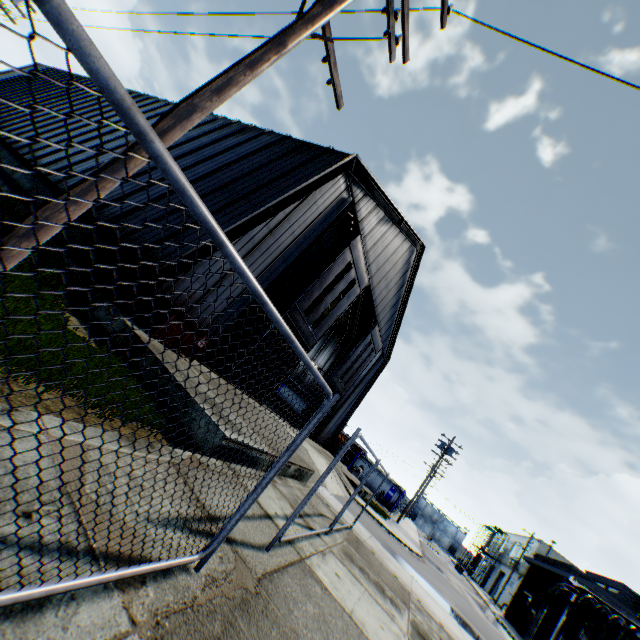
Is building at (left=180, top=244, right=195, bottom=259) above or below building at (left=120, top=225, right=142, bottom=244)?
above

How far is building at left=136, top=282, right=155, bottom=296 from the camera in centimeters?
979cm

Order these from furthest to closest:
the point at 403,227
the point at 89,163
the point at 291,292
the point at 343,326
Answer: the point at 343,326
the point at 403,227
the point at 291,292
the point at 89,163

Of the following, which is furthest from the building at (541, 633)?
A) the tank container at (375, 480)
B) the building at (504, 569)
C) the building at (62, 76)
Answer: the building at (62, 76)

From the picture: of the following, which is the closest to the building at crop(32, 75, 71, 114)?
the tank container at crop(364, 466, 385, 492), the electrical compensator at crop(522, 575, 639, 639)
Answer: the tank container at crop(364, 466, 385, 492)

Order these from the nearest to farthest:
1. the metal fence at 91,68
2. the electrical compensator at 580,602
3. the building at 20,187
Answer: the metal fence at 91,68
the electrical compensator at 580,602
the building at 20,187
